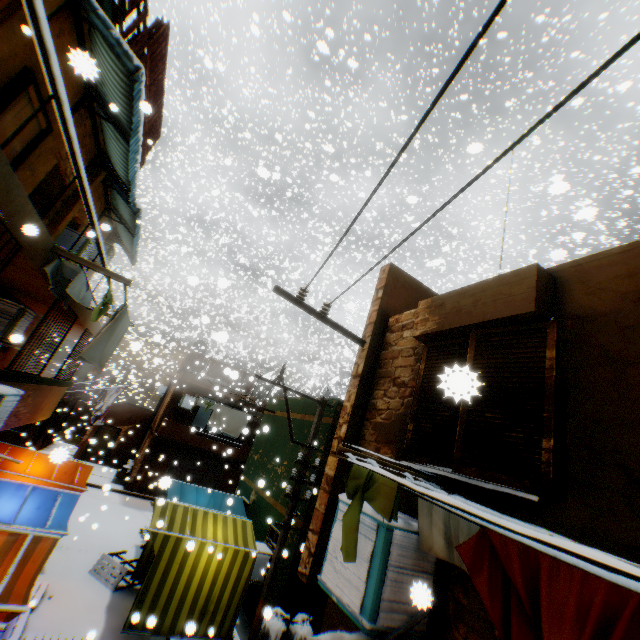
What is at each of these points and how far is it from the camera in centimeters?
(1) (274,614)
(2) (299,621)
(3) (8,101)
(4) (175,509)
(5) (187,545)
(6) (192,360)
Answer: (1) trash bag, 874cm
(2) trash bag, 886cm
(3) building, 491cm
(4) tent, 958cm
(5) tent, 617cm
(6) wooden shield, 2073cm

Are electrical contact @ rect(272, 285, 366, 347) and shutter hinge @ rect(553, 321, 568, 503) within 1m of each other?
no

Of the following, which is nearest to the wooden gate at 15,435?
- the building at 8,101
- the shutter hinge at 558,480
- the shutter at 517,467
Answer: the building at 8,101

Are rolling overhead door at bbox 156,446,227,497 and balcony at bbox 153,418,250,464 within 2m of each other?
yes

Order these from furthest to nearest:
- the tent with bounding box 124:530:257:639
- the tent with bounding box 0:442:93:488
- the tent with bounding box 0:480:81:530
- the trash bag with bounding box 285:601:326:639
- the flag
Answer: the flag < the tent with bounding box 0:442:93:488 < the trash bag with bounding box 285:601:326:639 < the tent with bounding box 124:530:257:639 < the tent with bounding box 0:480:81:530

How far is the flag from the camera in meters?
14.1

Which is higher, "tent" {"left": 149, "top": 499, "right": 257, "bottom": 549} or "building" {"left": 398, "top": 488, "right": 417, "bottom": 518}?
"building" {"left": 398, "top": 488, "right": 417, "bottom": 518}

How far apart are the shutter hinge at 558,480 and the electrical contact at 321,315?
2.73m
